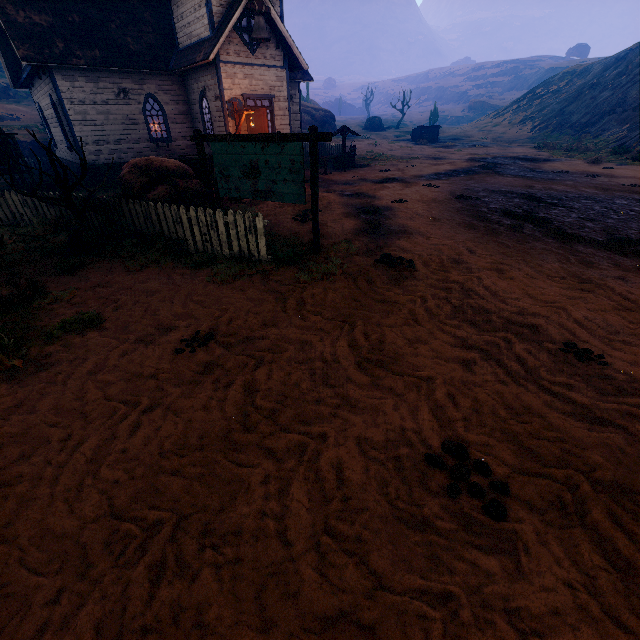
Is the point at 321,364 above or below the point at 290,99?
below

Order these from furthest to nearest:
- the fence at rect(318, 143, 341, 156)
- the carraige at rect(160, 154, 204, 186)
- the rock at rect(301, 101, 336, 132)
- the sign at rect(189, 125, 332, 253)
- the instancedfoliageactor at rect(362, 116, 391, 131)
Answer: the instancedfoliageactor at rect(362, 116, 391, 131), the rock at rect(301, 101, 336, 132), the fence at rect(318, 143, 341, 156), the carraige at rect(160, 154, 204, 186), the sign at rect(189, 125, 332, 253)

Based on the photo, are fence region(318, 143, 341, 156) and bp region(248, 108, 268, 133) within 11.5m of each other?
yes

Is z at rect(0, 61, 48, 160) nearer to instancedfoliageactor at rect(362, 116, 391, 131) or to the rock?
the rock

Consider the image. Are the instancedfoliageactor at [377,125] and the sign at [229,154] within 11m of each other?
no

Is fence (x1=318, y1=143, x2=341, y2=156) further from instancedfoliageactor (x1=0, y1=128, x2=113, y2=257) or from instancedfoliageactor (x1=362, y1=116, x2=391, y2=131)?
instancedfoliageactor (x1=362, y1=116, x2=391, y2=131)

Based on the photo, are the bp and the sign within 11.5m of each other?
yes

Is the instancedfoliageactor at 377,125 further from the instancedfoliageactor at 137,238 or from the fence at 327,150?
the instancedfoliageactor at 137,238
